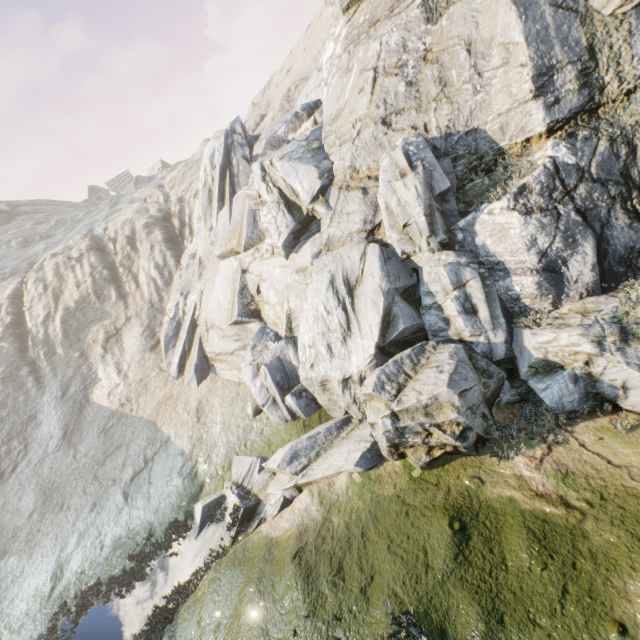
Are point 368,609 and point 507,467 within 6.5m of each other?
yes
